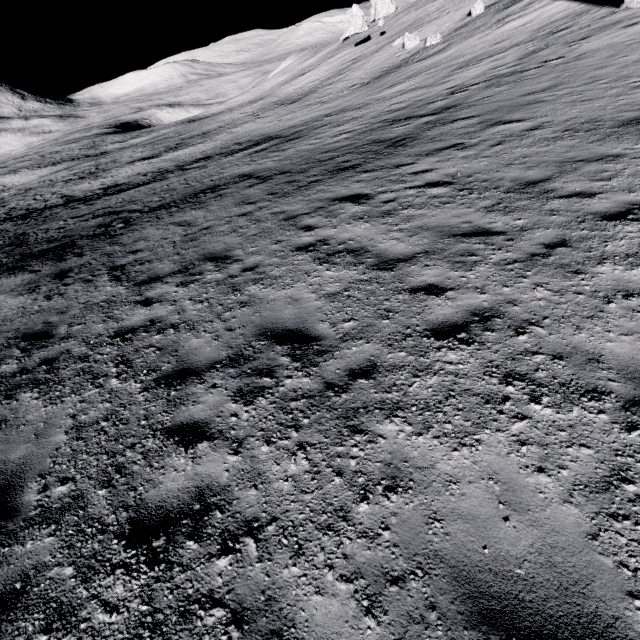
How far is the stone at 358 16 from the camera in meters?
45.8 m

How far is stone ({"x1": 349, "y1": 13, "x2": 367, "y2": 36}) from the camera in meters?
45.8

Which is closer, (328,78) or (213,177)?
(213,177)
